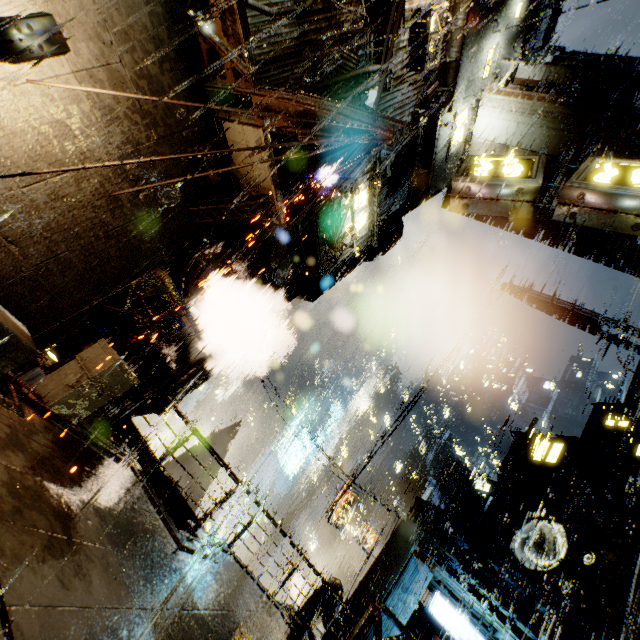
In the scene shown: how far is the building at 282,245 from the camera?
12.27m

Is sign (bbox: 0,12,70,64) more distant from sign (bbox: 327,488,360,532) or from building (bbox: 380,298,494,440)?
sign (bbox: 327,488,360,532)

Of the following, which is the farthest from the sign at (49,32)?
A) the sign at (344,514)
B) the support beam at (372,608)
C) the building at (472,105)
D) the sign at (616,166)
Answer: the sign at (344,514)

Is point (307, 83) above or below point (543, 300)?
below

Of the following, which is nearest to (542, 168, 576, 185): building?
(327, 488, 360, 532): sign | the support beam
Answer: the support beam

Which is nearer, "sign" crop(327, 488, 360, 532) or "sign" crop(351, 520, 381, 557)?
"sign" crop(351, 520, 381, 557)

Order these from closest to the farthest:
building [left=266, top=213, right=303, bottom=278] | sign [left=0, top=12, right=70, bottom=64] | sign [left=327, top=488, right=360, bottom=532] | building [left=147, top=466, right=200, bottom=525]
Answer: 1. sign [left=0, top=12, right=70, bottom=64]
2. building [left=147, top=466, right=200, bottom=525]
3. building [left=266, top=213, right=303, bottom=278]
4. sign [left=327, top=488, right=360, bottom=532]

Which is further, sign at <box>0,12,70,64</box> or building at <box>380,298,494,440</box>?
building at <box>380,298,494,440</box>
